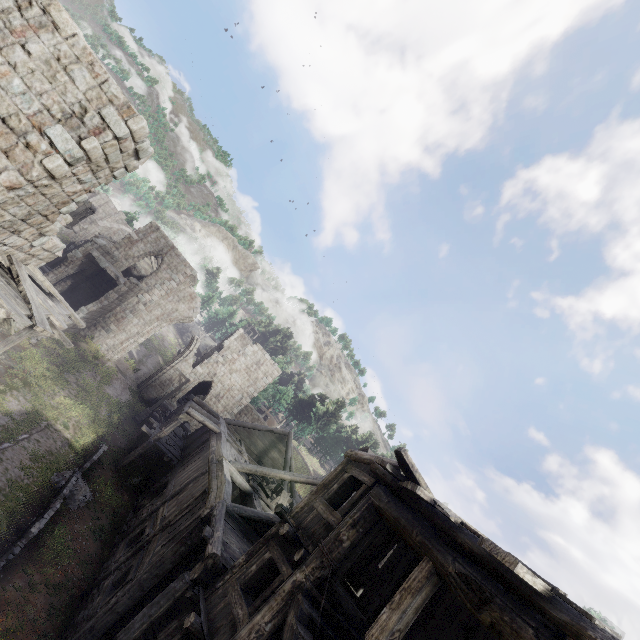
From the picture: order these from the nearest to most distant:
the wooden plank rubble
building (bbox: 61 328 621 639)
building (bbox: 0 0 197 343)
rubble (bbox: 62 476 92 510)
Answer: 1. building (bbox: 61 328 621 639)
2. building (bbox: 0 0 197 343)
3. the wooden plank rubble
4. rubble (bbox: 62 476 92 510)

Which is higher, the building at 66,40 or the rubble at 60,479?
the building at 66,40

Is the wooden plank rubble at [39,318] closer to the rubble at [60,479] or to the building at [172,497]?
the building at [172,497]

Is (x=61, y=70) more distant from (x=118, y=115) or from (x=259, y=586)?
A: (x=259, y=586)

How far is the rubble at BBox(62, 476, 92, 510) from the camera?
13.8 meters

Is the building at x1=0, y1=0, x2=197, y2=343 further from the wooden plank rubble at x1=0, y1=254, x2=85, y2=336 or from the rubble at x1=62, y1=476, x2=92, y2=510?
the rubble at x1=62, y1=476, x2=92, y2=510
